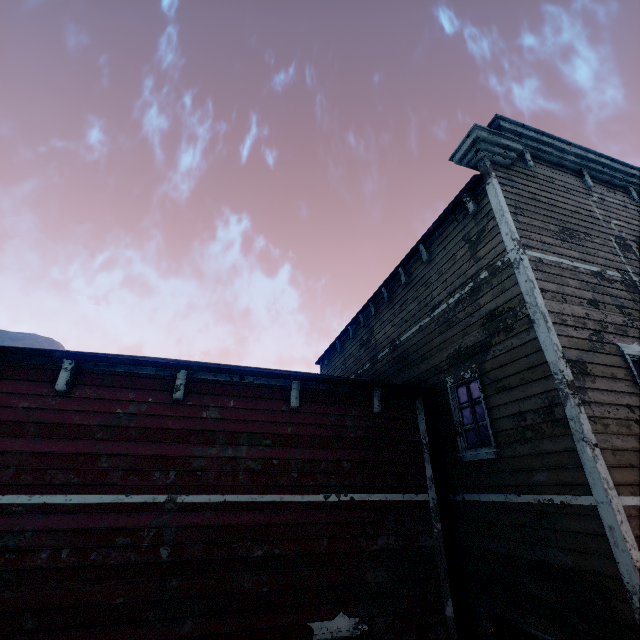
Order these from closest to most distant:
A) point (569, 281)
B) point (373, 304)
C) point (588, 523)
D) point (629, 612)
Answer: point (629, 612) < point (588, 523) < point (569, 281) < point (373, 304)
